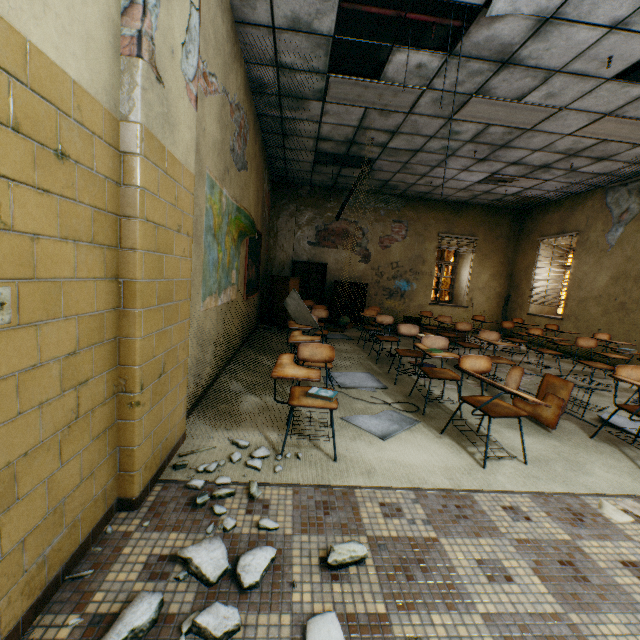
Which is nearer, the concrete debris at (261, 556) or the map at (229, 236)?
the concrete debris at (261, 556)

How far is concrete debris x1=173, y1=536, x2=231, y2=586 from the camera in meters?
1.4

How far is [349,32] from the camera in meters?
4.0 m

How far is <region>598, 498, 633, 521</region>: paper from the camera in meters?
2.0 m

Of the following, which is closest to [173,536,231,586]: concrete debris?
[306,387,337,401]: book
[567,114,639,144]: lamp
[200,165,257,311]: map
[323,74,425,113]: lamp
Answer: [306,387,337,401]: book

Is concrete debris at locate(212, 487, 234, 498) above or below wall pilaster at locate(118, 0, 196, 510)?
below

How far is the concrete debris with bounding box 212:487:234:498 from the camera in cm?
190

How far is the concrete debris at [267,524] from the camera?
1.7 meters
